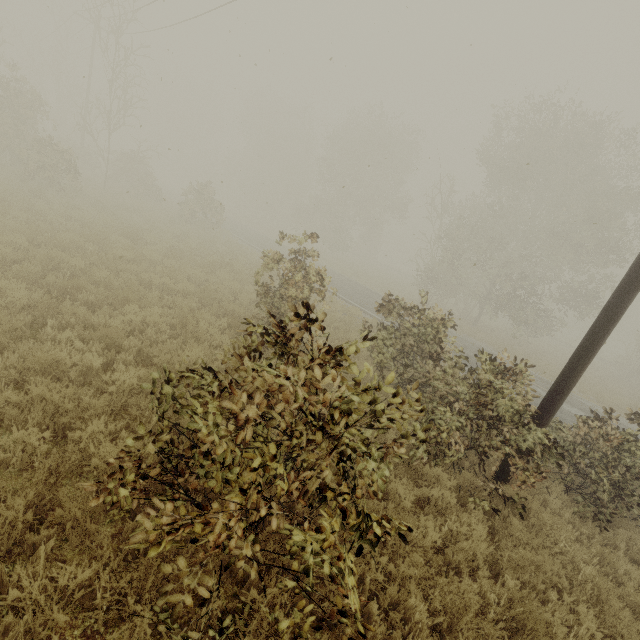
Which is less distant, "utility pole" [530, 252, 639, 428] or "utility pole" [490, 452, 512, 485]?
"utility pole" [530, 252, 639, 428]

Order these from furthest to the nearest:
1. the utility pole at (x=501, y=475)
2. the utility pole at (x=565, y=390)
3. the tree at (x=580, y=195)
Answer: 1. the utility pole at (x=501, y=475)
2. the utility pole at (x=565, y=390)
3. the tree at (x=580, y=195)

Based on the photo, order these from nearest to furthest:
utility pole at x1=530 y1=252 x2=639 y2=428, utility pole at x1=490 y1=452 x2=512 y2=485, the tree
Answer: the tree → utility pole at x1=530 y1=252 x2=639 y2=428 → utility pole at x1=490 y1=452 x2=512 y2=485

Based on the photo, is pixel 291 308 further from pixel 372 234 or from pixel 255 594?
pixel 372 234

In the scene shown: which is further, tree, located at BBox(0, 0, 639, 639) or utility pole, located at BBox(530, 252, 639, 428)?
utility pole, located at BBox(530, 252, 639, 428)

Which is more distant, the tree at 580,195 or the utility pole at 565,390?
the utility pole at 565,390

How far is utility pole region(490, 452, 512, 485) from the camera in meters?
6.2

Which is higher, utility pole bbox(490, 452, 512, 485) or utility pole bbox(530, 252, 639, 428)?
utility pole bbox(530, 252, 639, 428)
